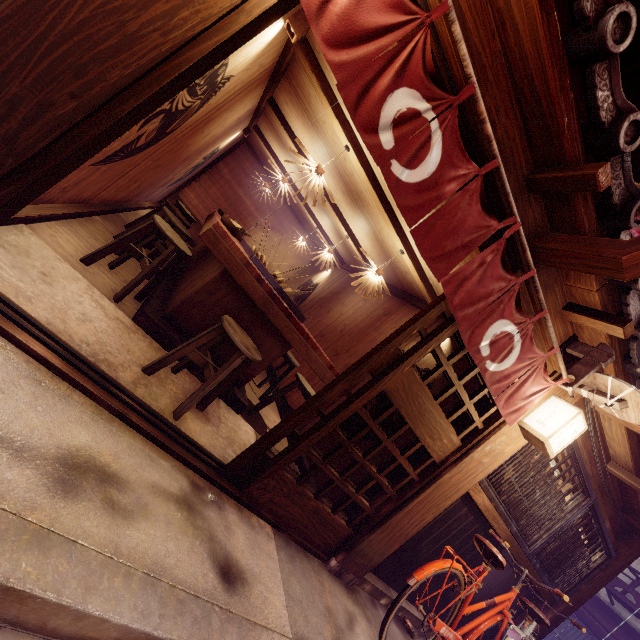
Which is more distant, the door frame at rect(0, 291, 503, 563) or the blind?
the blind

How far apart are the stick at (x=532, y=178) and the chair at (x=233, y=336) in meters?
4.4

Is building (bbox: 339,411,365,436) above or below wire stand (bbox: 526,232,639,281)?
below

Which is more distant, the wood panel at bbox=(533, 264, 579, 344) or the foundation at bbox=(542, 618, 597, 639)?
the foundation at bbox=(542, 618, 597, 639)

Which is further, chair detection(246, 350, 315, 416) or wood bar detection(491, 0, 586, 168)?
chair detection(246, 350, 315, 416)

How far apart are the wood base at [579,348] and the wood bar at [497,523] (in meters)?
2.29

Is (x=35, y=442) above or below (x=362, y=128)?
below

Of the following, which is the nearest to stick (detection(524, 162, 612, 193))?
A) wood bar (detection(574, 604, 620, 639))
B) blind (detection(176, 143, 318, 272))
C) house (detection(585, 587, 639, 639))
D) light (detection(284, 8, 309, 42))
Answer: light (detection(284, 8, 309, 42))
